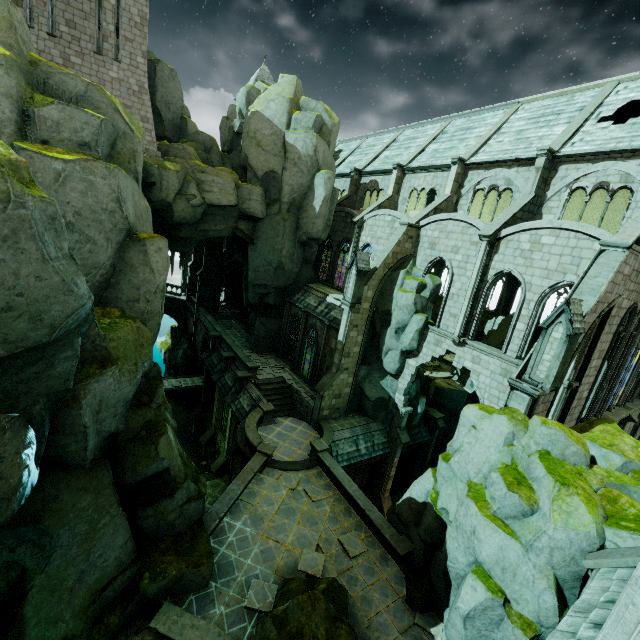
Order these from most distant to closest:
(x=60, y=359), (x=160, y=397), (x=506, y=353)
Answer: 1. (x=506, y=353)
2. (x=160, y=397)
3. (x=60, y=359)

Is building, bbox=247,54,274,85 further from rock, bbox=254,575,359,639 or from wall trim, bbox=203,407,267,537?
wall trim, bbox=203,407,267,537

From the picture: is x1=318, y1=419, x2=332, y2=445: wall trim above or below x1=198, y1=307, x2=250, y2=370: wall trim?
below

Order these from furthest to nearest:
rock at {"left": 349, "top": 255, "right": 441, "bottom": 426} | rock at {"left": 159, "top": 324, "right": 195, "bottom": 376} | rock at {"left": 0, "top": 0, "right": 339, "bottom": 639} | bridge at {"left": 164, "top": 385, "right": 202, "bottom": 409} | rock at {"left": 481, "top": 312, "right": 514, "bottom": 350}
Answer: rock at {"left": 159, "top": 324, "right": 195, "bottom": 376} → bridge at {"left": 164, "top": 385, "right": 202, "bottom": 409} → rock at {"left": 481, "top": 312, "right": 514, "bottom": 350} → rock at {"left": 349, "top": 255, "right": 441, "bottom": 426} → rock at {"left": 0, "top": 0, "right": 339, "bottom": 639}

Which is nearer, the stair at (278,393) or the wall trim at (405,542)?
the wall trim at (405,542)

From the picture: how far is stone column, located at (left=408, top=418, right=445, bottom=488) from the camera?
26.7 meters

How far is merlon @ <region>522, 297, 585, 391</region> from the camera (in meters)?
11.37

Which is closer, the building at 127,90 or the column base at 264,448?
the building at 127,90
